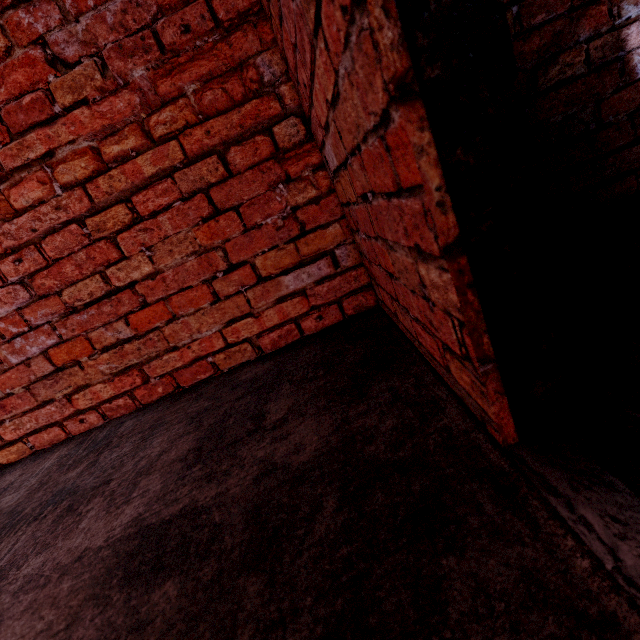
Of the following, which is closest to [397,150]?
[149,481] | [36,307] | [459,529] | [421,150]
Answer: [421,150]
